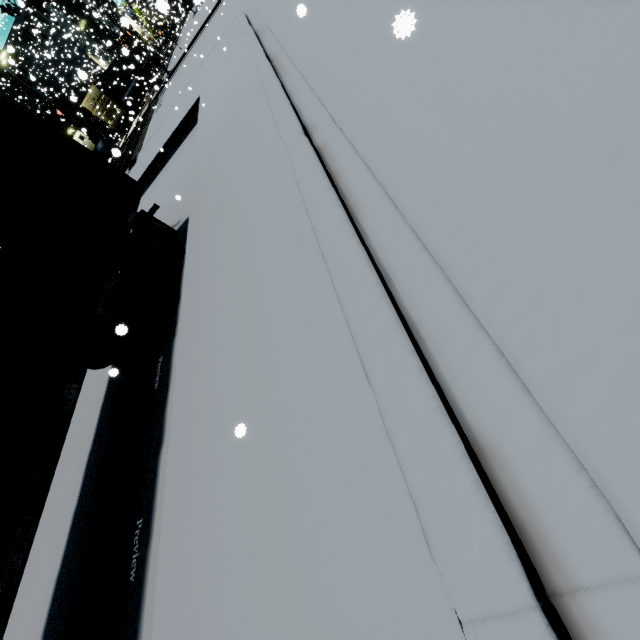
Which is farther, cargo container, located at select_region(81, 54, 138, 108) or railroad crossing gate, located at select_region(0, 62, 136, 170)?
cargo container, located at select_region(81, 54, 138, 108)

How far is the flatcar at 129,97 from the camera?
33.1 meters

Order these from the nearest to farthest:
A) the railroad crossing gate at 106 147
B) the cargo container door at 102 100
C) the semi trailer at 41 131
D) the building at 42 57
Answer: the semi trailer at 41 131
the railroad crossing gate at 106 147
the cargo container door at 102 100
the building at 42 57

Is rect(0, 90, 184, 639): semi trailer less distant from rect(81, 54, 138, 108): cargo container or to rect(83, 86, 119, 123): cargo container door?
rect(81, 54, 138, 108): cargo container

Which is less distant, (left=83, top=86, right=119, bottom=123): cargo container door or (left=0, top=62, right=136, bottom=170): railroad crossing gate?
(left=0, top=62, right=136, bottom=170): railroad crossing gate

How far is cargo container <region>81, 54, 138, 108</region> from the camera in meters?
32.1 m

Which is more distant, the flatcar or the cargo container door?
the flatcar

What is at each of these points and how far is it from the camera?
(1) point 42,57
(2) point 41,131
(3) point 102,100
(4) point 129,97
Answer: (1) building, 49.2 meters
(2) semi trailer, 5.9 meters
(3) cargo container door, 32.5 meters
(4) flatcar, 26.1 meters
